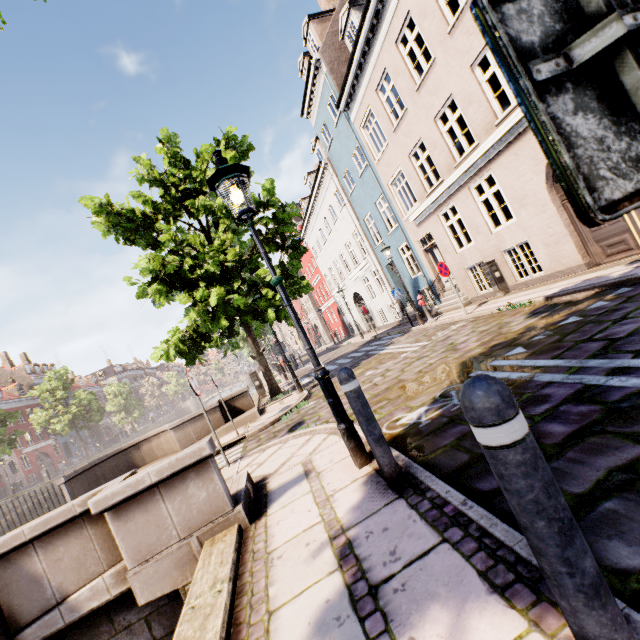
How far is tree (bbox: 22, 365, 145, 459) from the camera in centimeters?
3447cm

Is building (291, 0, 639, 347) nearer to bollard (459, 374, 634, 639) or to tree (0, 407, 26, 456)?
tree (0, 407, 26, 456)

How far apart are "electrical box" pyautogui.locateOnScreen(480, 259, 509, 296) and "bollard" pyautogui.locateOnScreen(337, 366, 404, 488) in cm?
999

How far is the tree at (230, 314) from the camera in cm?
995

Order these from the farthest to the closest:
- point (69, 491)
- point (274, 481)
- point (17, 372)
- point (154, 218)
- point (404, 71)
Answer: point (17, 372) < point (154, 218) < point (404, 71) < point (69, 491) < point (274, 481)

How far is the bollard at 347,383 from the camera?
2.8 meters

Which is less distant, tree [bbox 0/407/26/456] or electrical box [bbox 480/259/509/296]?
electrical box [bbox 480/259/509/296]

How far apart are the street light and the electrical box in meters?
9.6
